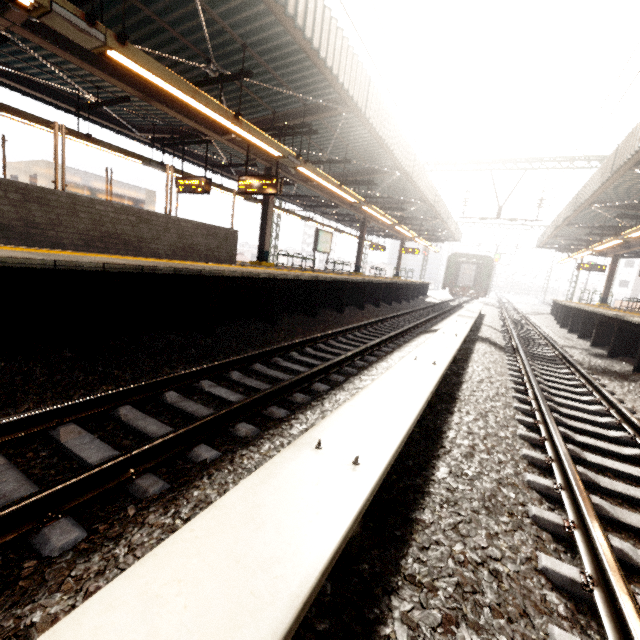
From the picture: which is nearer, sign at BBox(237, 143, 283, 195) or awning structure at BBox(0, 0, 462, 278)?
awning structure at BBox(0, 0, 462, 278)

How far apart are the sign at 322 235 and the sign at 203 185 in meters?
6.0 m

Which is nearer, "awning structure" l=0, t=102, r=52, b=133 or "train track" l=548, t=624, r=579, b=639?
"train track" l=548, t=624, r=579, b=639

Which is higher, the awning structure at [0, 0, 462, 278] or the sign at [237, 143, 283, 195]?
the awning structure at [0, 0, 462, 278]

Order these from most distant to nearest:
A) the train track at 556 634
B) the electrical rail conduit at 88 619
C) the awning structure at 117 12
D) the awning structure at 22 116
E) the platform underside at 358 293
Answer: the awning structure at 22 116, the awning structure at 117 12, the platform underside at 358 293, the train track at 556 634, the electrical rail conduit at 88 619

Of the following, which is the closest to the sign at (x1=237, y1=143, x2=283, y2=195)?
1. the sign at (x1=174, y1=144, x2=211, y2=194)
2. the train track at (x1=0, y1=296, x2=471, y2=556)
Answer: the sign at (x1=174, y1=144, x2=211, y2=194)

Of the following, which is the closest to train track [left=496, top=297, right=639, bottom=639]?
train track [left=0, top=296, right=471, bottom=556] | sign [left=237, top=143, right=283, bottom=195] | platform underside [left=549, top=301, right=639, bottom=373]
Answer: platform underside [left=549, top=301, right=639, bottom=373]

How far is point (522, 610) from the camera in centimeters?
164cm
